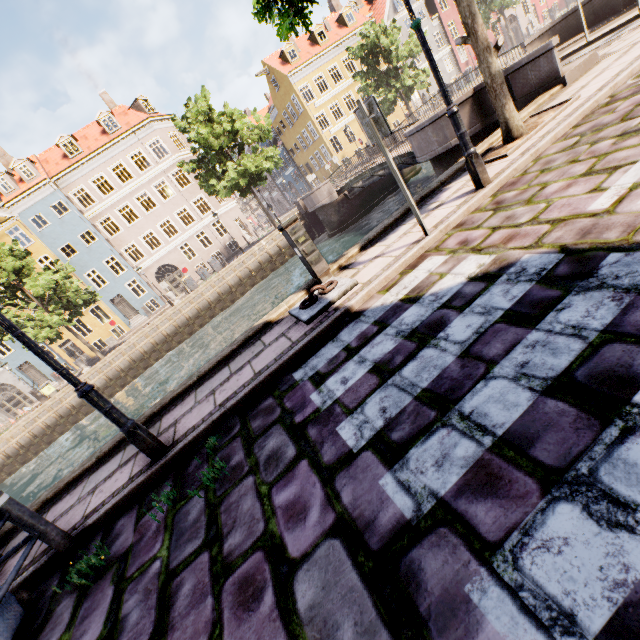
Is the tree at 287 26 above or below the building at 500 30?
above

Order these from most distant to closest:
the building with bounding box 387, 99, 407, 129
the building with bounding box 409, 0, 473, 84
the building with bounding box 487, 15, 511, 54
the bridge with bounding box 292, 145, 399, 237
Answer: the building with bounding box 487, 15, 511, 54, the building with bounding box 387, 99, 407, 129, the building with bounding box 409, 0, 473, 84, the bridge with bounding box 292, 145, 399, 237

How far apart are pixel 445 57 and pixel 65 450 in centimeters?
5303cm

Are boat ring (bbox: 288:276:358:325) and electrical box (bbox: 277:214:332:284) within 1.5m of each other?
yes

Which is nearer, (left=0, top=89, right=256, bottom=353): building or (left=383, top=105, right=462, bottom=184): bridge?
(left=383, top=105, right=462, bottom=184): bridge

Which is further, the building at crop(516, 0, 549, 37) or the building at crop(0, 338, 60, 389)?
the building at crop(516, 0, 549, 37)

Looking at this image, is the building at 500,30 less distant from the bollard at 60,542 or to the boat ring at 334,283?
the boat ring at 334,283

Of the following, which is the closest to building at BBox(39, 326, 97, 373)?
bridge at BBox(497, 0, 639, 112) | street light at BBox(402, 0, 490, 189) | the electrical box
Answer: bridge at BBox(497, 0, 639, 112)
